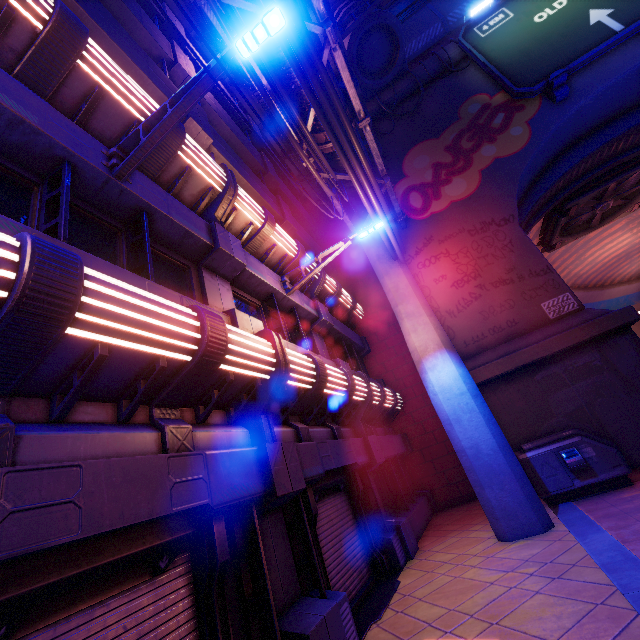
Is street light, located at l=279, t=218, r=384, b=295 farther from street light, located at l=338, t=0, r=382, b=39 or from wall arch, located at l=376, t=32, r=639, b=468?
street light, located at l=338, t=0, r=382, b=39

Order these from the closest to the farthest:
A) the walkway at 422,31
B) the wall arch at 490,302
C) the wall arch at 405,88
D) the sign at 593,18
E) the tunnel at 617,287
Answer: the wall arch at 490,302 < the sign at 593,18 < the wall arch at 405,88 < the walkway at 422,31 < the tunnel at 617,287

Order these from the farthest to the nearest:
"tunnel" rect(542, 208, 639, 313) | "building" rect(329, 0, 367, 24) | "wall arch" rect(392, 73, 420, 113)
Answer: "tunnel" rect(542, 208, 639, 313) → "wall arch" rect(392, 73, 420, 113) → "building" rect(329, 0, 367, 24)

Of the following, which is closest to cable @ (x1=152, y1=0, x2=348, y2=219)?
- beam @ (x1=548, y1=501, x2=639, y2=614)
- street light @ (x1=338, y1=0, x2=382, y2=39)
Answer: street light @ (x1=338, y1=0, x2=382, y2=39)

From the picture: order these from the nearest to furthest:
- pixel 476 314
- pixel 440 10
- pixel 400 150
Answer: pixel 476 314 → pixel 400 150 → pixel 440 10

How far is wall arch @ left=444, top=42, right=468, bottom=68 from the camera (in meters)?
15.45

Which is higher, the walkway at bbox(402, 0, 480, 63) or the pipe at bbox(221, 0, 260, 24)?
the walkway at bbox(402, 0, 480, 63)

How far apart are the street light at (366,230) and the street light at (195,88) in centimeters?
453cm
